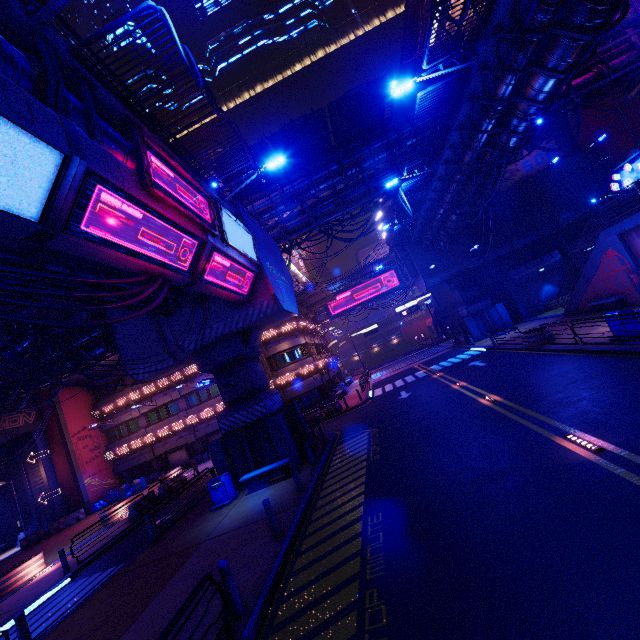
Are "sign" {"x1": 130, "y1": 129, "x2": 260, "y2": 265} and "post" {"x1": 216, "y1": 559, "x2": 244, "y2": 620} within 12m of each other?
yes

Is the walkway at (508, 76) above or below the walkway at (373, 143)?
below

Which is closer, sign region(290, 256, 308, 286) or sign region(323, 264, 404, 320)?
sign region(290, 256, 308, 286)

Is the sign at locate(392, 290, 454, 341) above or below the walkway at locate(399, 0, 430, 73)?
below

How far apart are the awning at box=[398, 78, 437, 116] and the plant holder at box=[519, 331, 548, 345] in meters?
17.6 m

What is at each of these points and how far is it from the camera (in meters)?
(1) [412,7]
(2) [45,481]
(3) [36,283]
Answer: (1) walkway, 46.19
(2) tunnel, 29.59
(3) pipe, 9.77

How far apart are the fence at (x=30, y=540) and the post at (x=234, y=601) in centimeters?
3198cm

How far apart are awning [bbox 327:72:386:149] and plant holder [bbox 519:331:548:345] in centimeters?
1768cm
